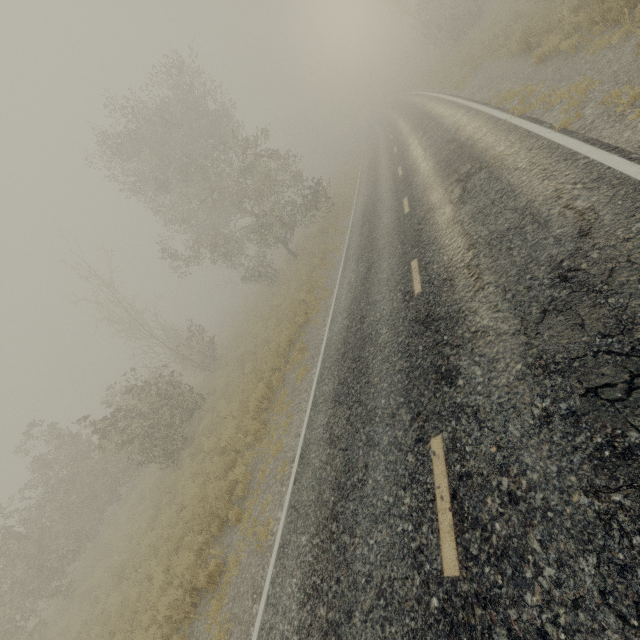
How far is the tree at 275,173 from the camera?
17.7 meters

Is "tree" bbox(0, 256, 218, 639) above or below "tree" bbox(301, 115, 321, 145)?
below

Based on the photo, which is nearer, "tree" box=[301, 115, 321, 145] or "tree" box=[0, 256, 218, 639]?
"tree" box=[0, 256, 218, 639]

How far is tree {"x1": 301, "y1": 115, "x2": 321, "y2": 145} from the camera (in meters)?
57.00

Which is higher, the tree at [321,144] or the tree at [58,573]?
the tree at [321,144]

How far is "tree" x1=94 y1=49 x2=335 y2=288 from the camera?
17.73m

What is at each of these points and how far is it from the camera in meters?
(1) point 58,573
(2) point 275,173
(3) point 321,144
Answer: (1) tree, 19.0
(2) tree, 23.1
(3) tree, 59.1

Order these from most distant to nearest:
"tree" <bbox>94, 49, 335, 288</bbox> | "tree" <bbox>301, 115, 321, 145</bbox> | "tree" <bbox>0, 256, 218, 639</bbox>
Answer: "tree" <bbox>301, 115, 321, 145</bbox> → "tree" <bbox>94, 49, 335, 288</bbox> → "tree" <bbox>0, 256, 218, 639</bbox>
